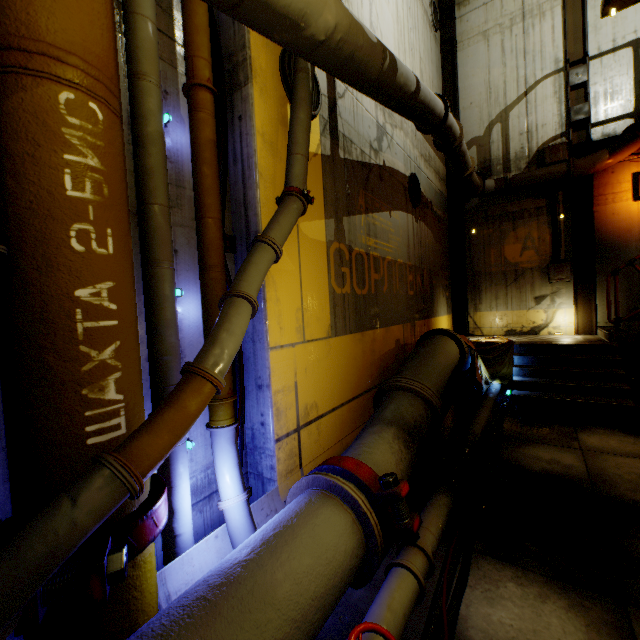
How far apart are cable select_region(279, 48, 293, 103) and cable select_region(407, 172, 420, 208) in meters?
3.8 m

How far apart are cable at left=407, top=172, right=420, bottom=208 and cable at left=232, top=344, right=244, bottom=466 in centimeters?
519cm

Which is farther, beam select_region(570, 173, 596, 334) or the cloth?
beam select_region(570, 173, 596, 334)

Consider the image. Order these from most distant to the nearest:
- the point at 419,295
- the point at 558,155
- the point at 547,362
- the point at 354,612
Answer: the point at 558,155 < the point at 419,295 < the point at 547,362 < the point at 354,612

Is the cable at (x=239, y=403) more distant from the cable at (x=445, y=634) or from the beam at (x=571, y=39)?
the beam at (x=571, y=39)

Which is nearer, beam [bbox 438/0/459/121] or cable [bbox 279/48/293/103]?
cable [bbox 279/48/293/103]

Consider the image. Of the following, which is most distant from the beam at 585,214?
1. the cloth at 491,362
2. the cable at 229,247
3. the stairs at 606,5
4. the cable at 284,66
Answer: the cable at 229,247

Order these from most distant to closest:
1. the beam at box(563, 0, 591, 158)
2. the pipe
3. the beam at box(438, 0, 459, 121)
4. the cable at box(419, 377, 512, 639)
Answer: the beam at box(438, 0, 459, 121) < the beam at box(563, 0, 591, 158) < the cable at box(419, 377, 512, 639) < the pipe
